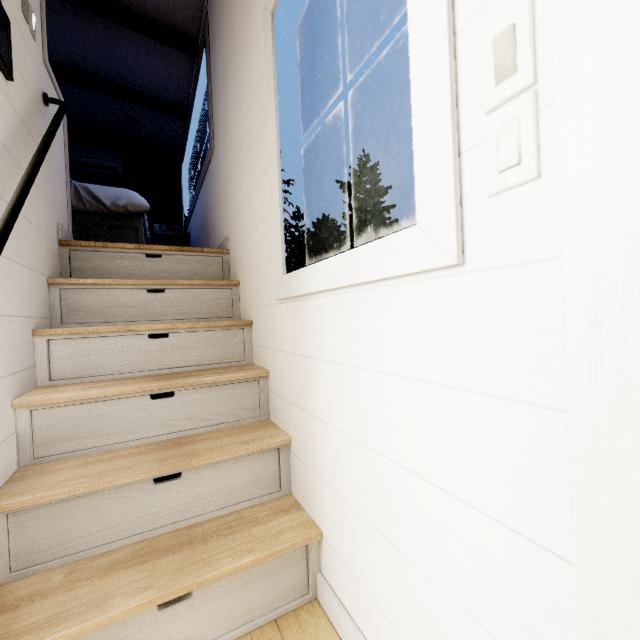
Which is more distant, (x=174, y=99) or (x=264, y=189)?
(x=174, y=99)
